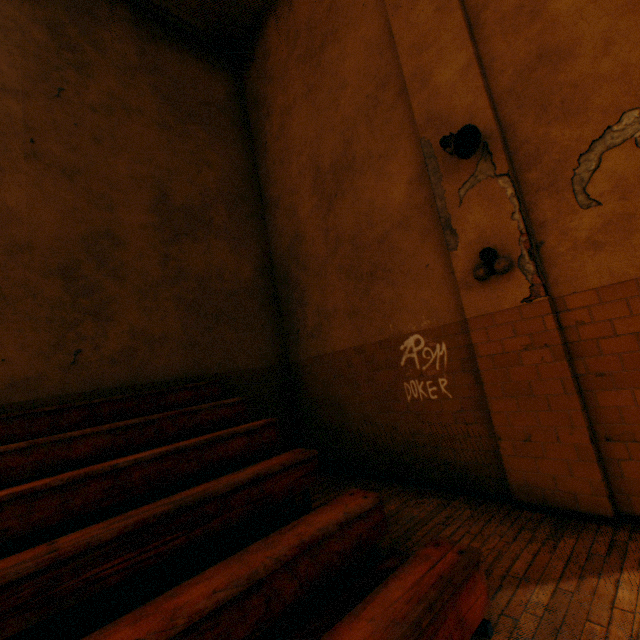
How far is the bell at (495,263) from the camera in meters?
3.2 m

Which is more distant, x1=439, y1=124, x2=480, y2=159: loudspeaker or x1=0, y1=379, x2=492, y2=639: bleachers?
x1=439, y1=124, x2=480, y2=159: loudspeaker

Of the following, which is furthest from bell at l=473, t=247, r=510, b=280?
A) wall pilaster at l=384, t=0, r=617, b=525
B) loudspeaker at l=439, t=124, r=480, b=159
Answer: loudspeaker at l=439, t=124, r=480, b=159

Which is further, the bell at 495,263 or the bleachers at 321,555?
the bell at 495,263

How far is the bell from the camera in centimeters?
320cm

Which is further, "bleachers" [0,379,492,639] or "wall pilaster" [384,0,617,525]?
"wall pilaster" [384,0,617,525]

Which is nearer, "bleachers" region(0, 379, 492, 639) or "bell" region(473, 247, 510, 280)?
"bleachers" region(0, 379, 492, 639)

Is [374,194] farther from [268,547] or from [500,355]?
[268,547]
